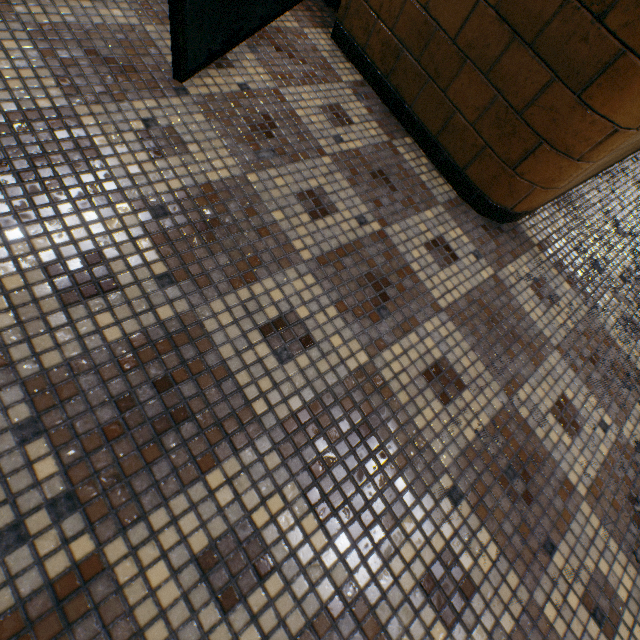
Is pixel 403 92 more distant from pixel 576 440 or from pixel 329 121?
pixel 576 440
